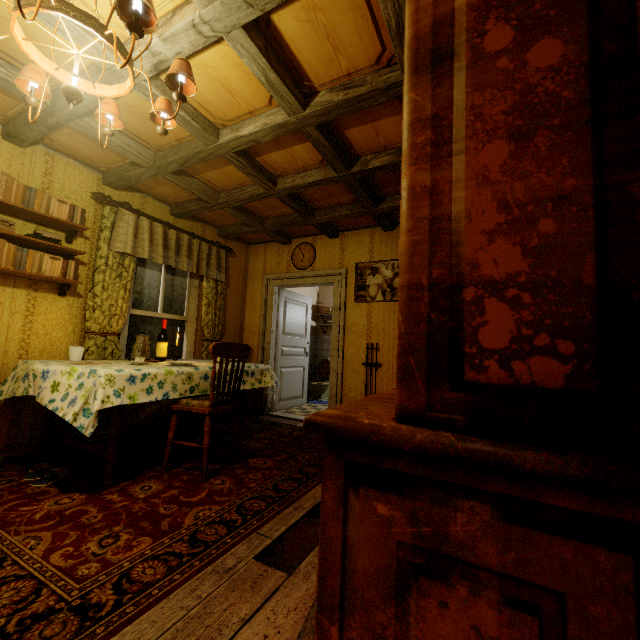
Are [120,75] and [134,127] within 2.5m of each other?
yes

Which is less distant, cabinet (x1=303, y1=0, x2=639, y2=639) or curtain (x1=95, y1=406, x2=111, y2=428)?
cabinet (x1=303, y1=0, x2=639, y2=639)

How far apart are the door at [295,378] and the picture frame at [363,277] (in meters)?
1.44

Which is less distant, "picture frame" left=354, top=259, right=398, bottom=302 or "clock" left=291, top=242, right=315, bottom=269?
"picture frame" left=354, top=259, right=398, bottom=302

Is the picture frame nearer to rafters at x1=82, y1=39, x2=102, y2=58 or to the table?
rafters at x1=82, y1=39, x2=102, y2=58

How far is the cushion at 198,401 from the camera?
2.7m

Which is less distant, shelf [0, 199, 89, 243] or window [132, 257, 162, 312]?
shelf [0, 199, 89, 243]

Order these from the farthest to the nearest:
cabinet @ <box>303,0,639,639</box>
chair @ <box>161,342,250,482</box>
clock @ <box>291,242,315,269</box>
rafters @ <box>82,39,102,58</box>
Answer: clock @ <box>291,242,315,269</box> < chair @ <box>161,342,250,482</box> < rafters @ <box>82,39,102,58</box> < cabinet @ <box>303,0,639,639</box>
